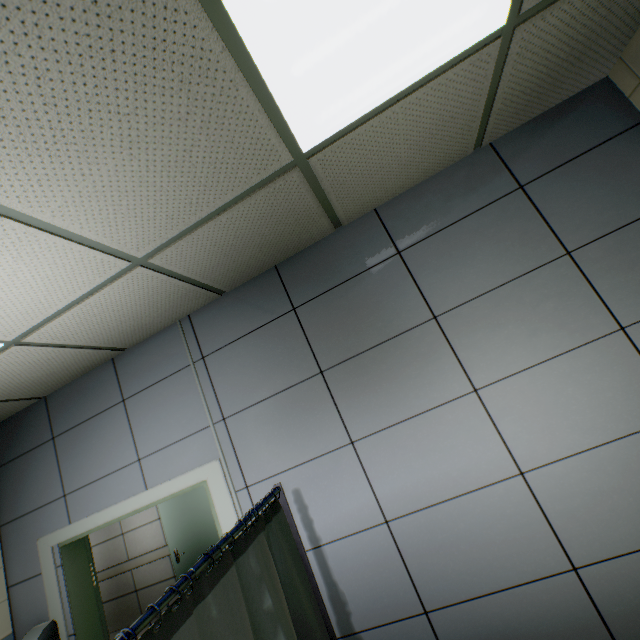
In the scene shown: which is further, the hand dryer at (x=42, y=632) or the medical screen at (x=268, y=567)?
the hand dryer at (x=42, y=632)

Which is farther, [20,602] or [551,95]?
[20,602]

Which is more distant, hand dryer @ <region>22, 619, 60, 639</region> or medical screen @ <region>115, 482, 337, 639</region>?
hand dryer @ <region>22, 619, 60, 639</region>
